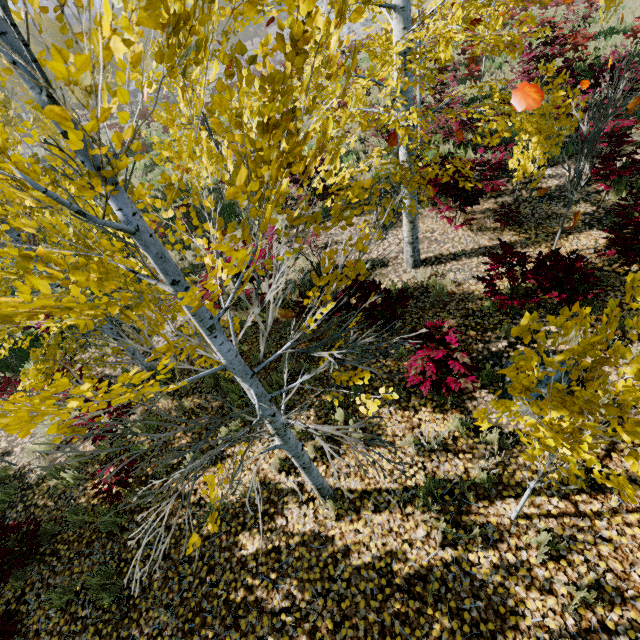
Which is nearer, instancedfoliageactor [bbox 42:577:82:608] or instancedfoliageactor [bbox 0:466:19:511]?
instancedfoliageactor [bbox 42:577:82:608]

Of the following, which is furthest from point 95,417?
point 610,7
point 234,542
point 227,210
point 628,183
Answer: point 610,7

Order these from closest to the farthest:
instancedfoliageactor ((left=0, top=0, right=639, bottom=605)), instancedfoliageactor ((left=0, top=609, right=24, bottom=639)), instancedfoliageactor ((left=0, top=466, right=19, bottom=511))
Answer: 1. instancedfoliageactor ((left=0, top=0, right=639, bottom=605))
2. instancedfoliageactor ((left=0, top=609, right=24, bottom=639))
3. instancedfoliageactor ((left=0, top=466, right=19, bottom=511))

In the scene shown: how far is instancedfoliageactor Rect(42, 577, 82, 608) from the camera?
4.0m

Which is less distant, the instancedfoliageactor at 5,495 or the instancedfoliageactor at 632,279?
the instancedfoliageactor at 632,279

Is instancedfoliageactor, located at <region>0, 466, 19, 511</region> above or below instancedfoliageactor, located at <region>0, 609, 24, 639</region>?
below

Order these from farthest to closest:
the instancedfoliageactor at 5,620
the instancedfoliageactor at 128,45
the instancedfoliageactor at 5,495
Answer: the instancedfoliageactor at 5,495
the instancedfoliageactor at 5,620
the instancedfoliageactor at 128,45
